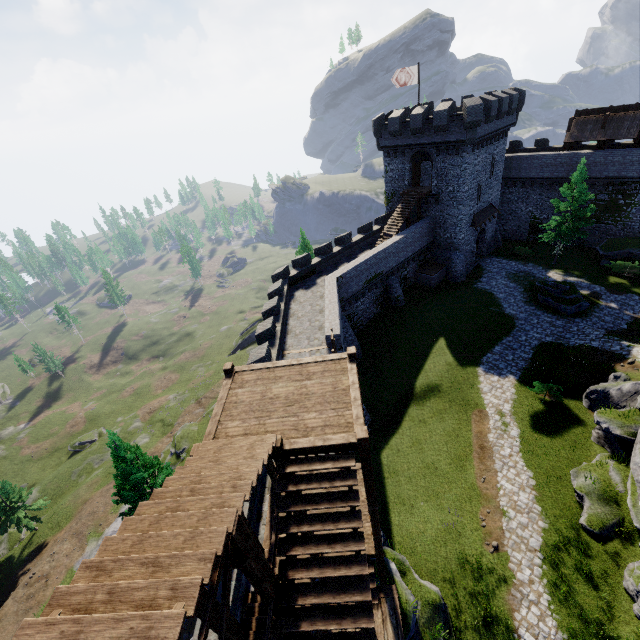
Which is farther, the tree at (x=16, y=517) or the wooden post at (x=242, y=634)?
the tree at (x=16, y=517)

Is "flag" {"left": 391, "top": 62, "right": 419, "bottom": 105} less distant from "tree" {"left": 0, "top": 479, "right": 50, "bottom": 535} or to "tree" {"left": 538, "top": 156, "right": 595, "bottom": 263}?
"tree" {"left": 538, "top": 156, "right": 595, "bottom": 263}

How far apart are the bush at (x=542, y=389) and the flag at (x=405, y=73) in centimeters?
2786cm

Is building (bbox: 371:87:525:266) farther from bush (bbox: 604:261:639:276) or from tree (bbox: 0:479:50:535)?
tree (bbox: 0:479:50:535)

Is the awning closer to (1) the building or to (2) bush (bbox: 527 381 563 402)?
(1) the building

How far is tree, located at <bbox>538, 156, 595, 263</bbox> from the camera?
30.7m

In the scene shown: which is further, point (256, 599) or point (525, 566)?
point (525, 566)

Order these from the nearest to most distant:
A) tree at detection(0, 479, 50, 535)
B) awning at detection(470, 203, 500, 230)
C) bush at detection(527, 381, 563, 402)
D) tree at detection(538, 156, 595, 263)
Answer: bush at detection(527, 381, 563, 402) < tree at detection(538, 156, 595, 263) < tree at detection(0, 479, 50, 535) < awning at detection(470, 203, 500, 230)
